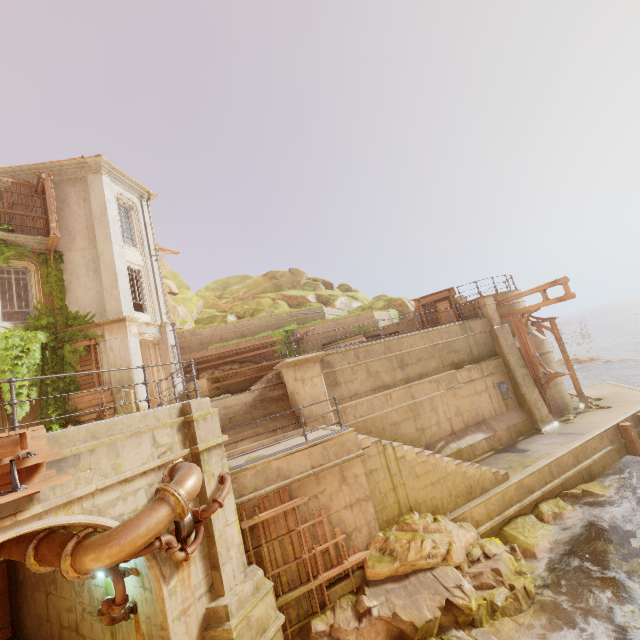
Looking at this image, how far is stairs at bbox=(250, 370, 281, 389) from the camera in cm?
1408

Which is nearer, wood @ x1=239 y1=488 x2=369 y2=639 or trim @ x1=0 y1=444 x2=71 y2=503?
trim @ x1=0 y1=444 x2=71 y2=503

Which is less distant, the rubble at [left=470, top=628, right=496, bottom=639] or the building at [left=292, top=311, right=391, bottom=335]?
the rubble at [left=470, top=628, right=496, bottom=639]

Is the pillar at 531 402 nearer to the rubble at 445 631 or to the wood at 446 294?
the wood at 446 294

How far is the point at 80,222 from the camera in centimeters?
1584cm

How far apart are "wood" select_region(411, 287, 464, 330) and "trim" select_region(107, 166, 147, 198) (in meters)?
16.86

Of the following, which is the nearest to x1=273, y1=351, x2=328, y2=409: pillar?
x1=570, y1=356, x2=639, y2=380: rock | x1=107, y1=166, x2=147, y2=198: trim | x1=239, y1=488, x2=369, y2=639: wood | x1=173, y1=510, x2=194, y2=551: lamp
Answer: x1=239, y1=488, x2=369, y2=639: wood

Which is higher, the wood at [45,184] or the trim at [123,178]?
the trim at [123,178]
